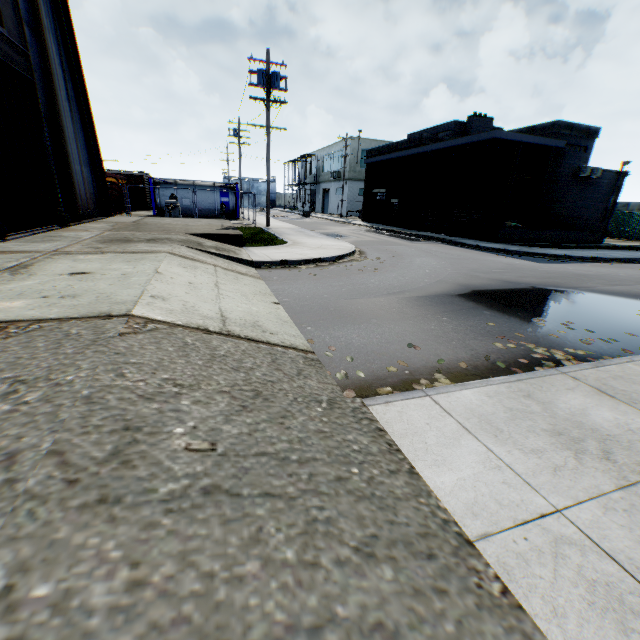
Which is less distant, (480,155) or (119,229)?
(119,229)

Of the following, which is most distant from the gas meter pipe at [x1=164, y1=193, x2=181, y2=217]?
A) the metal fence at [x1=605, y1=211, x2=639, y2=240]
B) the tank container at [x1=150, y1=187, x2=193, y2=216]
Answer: the metal fence at [x1=605, y1=211, x2=639, y2=240]

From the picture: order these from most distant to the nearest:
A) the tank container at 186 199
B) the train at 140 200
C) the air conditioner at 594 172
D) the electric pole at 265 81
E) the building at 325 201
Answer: the building at 325 201 → the train at 140 200 → the tank container at 186 199 → the air conditioner at 594 172 → the electric pole at 265 81

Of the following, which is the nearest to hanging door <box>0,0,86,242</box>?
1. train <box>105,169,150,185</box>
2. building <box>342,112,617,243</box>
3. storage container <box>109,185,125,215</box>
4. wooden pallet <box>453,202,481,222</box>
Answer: storage container <box>109,185,125,215</box>

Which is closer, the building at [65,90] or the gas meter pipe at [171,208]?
the building at [65,90]

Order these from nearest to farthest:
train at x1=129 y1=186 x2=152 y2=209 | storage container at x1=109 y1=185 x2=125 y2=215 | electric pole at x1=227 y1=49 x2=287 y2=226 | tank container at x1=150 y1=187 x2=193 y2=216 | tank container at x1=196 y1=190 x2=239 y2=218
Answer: electric pole at x1=227 y1=49 x2=287 y2=226, storage container at x1=109 y1=185 x2=125 y2=215, tank container at x1=150 y1=187 x2=193 y2=216, tank container at x1=196 y1=190 x2=239 y2=218, train at x1=129 y1=186 x2=152 y2=209

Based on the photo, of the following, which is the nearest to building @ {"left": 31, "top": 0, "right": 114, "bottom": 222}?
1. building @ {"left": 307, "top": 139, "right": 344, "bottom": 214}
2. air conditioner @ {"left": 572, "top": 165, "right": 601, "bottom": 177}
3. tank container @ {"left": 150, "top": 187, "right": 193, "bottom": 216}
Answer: tank container @ {"left": 150, "top": 187, "right": 193, "bottom": 216}

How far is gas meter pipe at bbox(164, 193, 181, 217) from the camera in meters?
21.1 m
